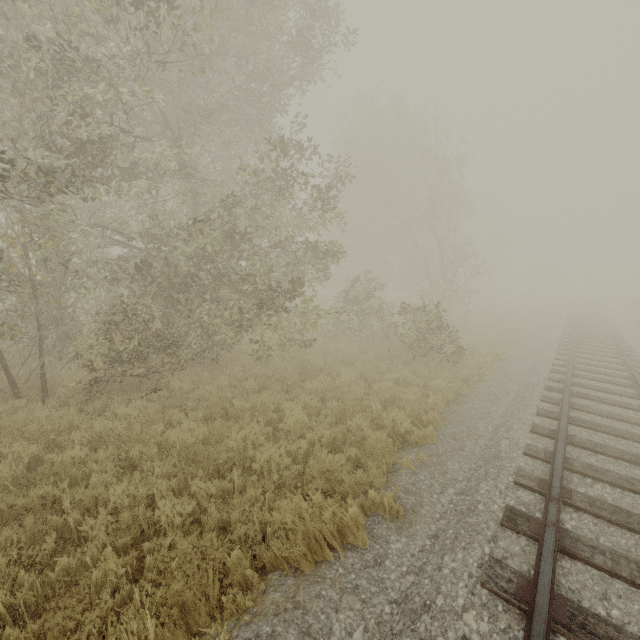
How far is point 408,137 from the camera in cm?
2542
